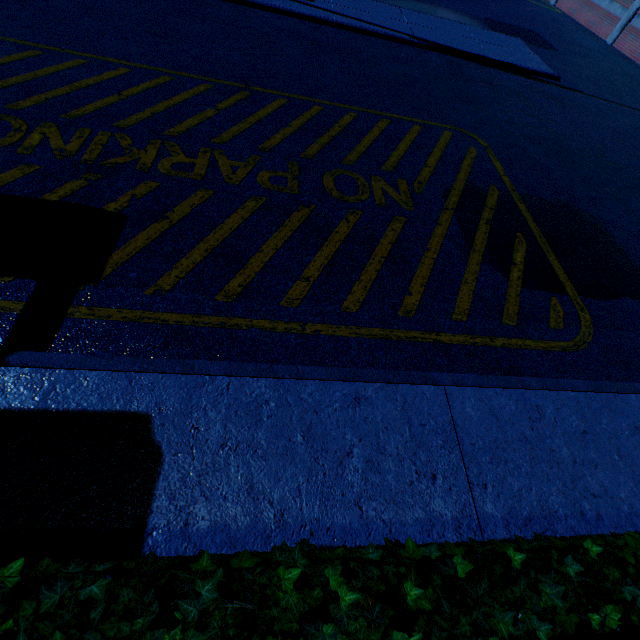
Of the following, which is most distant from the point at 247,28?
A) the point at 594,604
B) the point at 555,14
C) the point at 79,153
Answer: the point at 555,14
